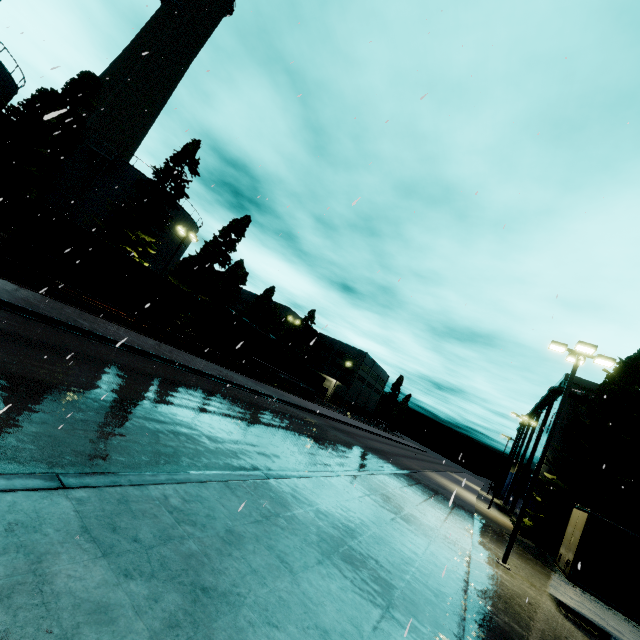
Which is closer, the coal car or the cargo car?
the coal car

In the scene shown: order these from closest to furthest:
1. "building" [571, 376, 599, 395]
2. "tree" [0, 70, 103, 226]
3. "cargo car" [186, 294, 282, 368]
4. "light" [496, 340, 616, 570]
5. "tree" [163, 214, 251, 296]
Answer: "light" [496, 340, 616, 570]
"tree" [0, 70, 103, 226]
"cargo car" [186, 294, 282, 368]
"building" [571, 376, 599, 395]
"tree" [163, 214, 251, 296]

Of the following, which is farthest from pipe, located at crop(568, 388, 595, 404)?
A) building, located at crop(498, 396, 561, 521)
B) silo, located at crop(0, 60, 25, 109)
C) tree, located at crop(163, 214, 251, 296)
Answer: silo, located at crop(0, 60, 25, 109)

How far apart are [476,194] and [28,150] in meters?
33.3

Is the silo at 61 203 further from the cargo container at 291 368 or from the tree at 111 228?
the cargo container at 291 368

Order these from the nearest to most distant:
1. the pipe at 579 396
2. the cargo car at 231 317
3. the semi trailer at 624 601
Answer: the semi trailer at 624 601 < the cargo car at 231 317 < the pipe at 579 396

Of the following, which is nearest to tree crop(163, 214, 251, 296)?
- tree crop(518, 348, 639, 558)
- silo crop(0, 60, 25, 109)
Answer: silo crop(0, 60, 25, 109)

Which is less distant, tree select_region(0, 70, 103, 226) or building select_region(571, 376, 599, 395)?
tree select_region(0, 70, 103, 226)
